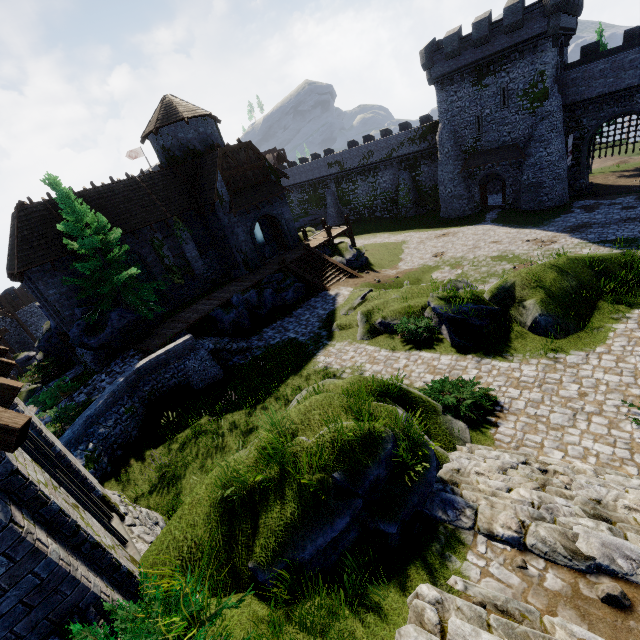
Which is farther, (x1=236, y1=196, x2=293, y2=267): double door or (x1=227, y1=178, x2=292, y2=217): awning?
(x1=236, y1=196, x2=293, y2=267): double door

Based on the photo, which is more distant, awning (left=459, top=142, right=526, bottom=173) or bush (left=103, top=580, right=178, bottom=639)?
awning (left=459, top=142, right=526, bottom=173)

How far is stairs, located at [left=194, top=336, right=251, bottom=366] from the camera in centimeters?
1764cm

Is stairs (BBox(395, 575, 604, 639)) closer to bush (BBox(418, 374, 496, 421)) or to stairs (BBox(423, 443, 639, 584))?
stairs (BBox(423, 443, 639, 584))

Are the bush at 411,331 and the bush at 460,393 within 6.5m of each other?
yes

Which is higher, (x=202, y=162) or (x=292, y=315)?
(x=202, y=162)

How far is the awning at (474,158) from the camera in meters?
31.3 m

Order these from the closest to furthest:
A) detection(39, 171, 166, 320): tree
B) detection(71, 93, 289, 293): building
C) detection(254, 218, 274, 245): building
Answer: detection(39, 171, 166, 320): tree
detection(71, 93, 289, 293): building
detection(254, 218, 274, 245): building
